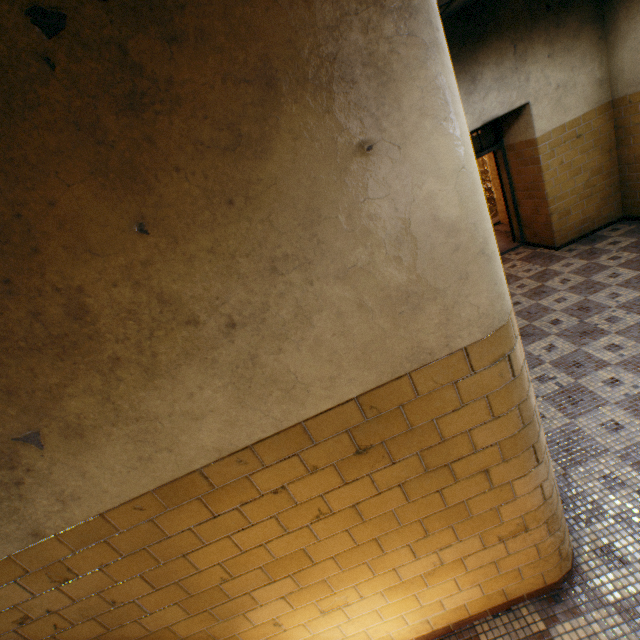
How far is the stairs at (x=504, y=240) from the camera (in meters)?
7.01

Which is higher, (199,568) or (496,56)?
(496,56)

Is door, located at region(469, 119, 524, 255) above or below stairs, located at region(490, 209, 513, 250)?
above

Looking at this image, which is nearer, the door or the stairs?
the door

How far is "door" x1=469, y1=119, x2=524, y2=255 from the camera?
5.8 meters

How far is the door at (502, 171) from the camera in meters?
5.8

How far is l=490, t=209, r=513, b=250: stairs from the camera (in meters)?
7.01
